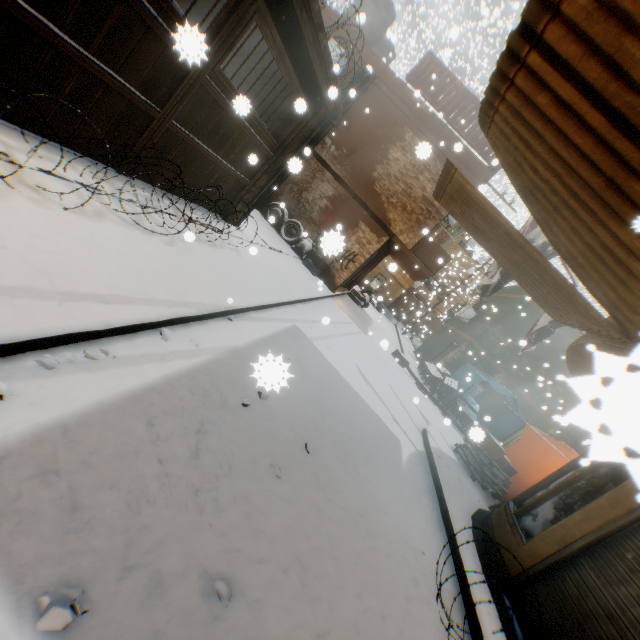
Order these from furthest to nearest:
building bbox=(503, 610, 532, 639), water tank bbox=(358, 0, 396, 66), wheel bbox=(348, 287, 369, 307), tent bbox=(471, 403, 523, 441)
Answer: wheel bbox=(348, 287, 369, 307) < tent bbox=(471, 403, 523, 441) < water tank bbox=(358, 0, 396, 66) < building bbox=(503, 610, 532, 639)

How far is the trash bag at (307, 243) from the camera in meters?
12.8

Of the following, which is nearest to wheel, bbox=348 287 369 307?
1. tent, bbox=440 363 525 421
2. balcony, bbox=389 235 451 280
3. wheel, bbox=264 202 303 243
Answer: balcony, bbox=389 235 451 280

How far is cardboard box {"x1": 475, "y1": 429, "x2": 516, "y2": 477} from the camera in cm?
408

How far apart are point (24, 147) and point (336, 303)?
10.8 meters

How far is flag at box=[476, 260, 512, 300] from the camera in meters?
7.1

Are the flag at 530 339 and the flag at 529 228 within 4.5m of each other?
yes

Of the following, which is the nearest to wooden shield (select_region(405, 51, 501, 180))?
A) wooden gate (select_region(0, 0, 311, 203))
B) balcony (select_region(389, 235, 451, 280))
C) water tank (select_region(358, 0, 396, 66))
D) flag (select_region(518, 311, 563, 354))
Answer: wooden gate (select_region(0, 0, 311, 203))
